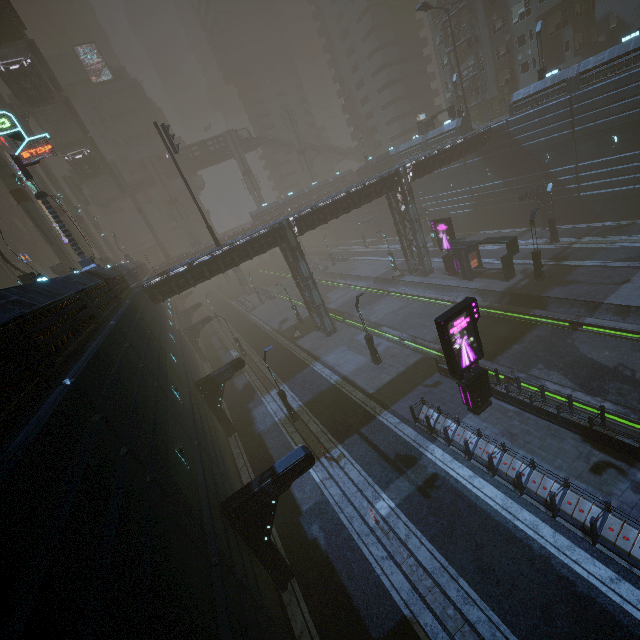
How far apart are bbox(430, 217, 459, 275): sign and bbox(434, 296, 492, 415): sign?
18.1 meters

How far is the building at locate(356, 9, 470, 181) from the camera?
40.3 meters

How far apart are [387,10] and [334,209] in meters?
55.5 m

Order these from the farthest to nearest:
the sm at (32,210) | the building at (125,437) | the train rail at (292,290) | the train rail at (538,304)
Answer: the train rail at (292,290)
the sm at (32,210)
the train rail at (538,304)
the building at (125,437)

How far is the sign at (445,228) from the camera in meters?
31.3

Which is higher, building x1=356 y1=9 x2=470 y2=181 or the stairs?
the stairs

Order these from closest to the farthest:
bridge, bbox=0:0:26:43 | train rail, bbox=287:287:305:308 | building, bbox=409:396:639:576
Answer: building, bbox=409:396:639:576 → bridge, bbox=0:0:26:43 → train rail, bbox=287:287:305:308

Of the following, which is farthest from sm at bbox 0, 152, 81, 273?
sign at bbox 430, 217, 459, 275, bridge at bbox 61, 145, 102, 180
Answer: sign at bbox 430, 217, 459, 275
